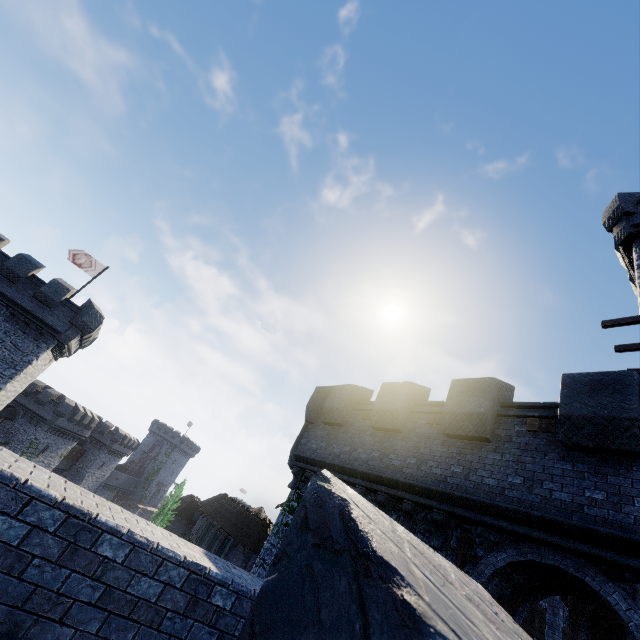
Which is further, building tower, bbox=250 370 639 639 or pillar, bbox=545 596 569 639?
pillar, bbox=545 596 569 639

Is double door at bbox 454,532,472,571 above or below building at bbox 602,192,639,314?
below

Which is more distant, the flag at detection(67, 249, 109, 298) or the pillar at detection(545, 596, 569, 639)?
the flag at detection(67, 249, 109, 298)

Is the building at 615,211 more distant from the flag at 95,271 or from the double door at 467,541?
the flag at 95,271

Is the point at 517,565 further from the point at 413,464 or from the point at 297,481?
the point at 297,481

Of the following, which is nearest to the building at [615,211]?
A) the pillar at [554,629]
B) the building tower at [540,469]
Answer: the building tower at [540,469]

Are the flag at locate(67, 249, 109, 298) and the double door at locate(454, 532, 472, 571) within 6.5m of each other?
no

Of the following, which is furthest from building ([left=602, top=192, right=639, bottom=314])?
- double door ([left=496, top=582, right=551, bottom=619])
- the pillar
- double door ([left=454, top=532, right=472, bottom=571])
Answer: double door ([left=454, top=532, right=472, bottom=571])
